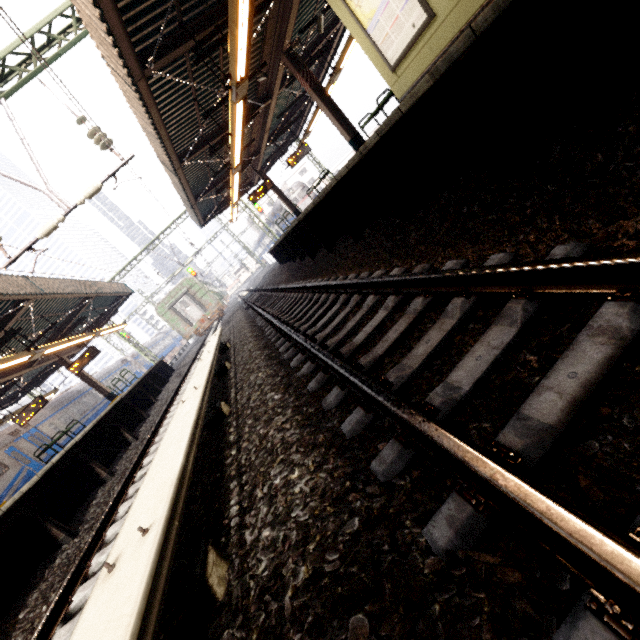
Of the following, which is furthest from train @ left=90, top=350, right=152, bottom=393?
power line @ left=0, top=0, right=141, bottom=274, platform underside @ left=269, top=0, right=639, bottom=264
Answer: power line @ left=0, top=0, right=141, bottom=274

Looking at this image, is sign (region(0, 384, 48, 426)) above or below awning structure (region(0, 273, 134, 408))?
below

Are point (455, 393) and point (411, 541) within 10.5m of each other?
yes

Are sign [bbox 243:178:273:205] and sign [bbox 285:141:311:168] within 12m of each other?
yes

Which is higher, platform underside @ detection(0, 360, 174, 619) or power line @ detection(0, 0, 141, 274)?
power line @ detection(0, 0, 141, 274)

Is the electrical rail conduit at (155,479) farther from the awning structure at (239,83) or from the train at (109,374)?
the train at (109,374)

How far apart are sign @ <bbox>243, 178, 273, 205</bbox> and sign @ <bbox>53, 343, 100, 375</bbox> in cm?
1047

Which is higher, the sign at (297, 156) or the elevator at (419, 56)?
the sign at (297, 156)
